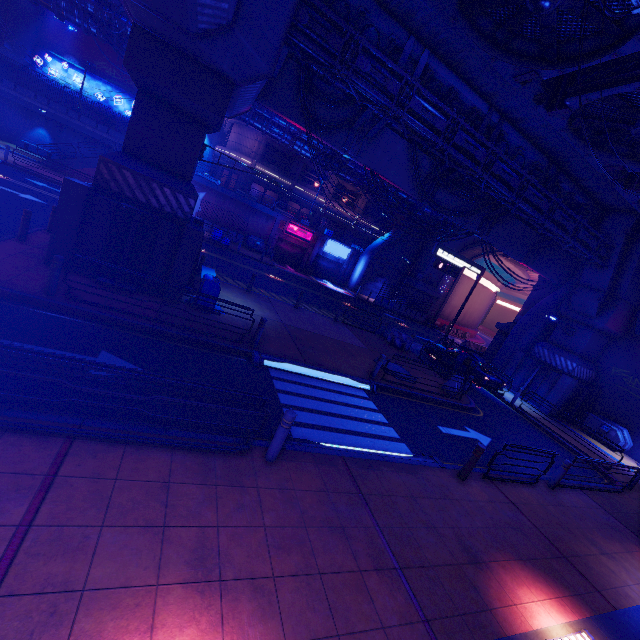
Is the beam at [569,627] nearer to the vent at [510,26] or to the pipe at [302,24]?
the vent at [510,26]

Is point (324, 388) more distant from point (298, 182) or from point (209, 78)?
point (298, 182)

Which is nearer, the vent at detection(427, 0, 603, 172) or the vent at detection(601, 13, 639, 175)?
the vent at detection(601, 13, 639, 175)

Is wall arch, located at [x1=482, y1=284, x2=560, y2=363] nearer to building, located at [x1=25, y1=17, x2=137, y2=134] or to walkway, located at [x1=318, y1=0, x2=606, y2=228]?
walkway, located at [x1=318, y1=0, x2=606, y2=228]

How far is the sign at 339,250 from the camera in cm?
3778

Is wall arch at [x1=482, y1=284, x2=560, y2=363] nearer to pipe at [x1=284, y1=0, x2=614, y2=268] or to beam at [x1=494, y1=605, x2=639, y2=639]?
pipe at [x1=284, y1=0, x2=614, y2=268]

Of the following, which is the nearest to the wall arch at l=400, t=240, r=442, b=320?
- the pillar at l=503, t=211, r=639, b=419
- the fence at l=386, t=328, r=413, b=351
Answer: the pillar at l=503, t=211, r=639, b=419

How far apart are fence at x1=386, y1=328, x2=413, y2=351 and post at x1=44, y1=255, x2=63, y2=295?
16.8m
